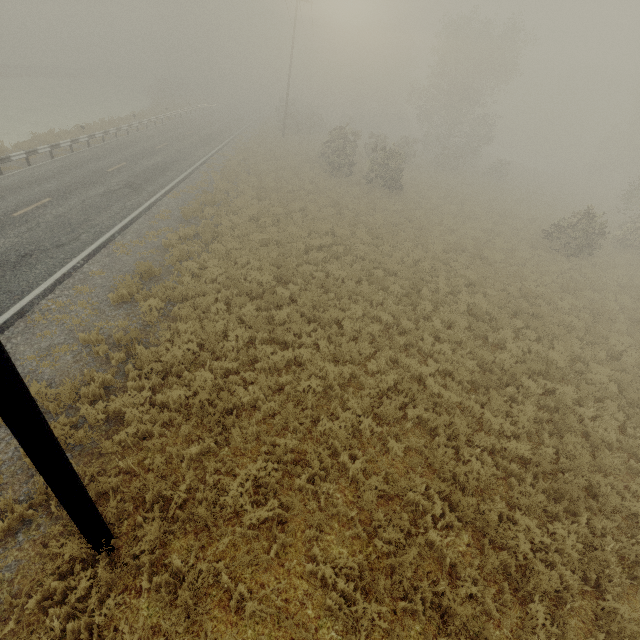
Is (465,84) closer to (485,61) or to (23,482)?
(485,61)
